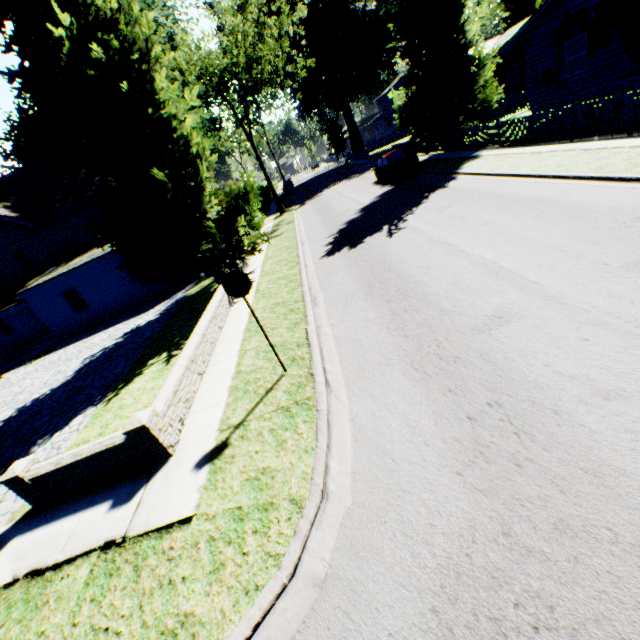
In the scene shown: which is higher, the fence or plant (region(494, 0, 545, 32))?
plant (region(494, 0, 545, 32))

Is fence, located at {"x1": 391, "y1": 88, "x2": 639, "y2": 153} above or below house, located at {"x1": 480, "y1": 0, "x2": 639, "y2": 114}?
below

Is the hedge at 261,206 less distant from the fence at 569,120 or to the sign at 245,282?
the fence at 569,120

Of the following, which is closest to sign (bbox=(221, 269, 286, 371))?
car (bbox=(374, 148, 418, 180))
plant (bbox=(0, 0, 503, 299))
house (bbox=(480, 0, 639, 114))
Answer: plant (bbox=(0, 0, 503, 299))

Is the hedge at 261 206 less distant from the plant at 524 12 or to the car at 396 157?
the plant at 524 12

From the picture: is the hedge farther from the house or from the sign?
the house

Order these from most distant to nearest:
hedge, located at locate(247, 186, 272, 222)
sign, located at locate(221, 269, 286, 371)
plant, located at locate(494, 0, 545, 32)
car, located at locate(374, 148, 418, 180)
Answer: plant, located at locate(494, 0, 545, 32), hedge, located at locate(247, 186, 272, 222), car, located at locate(374, 148, 418, 180), sign, located at locate(221, 269, 286, 371)

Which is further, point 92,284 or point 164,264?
point 92,284
